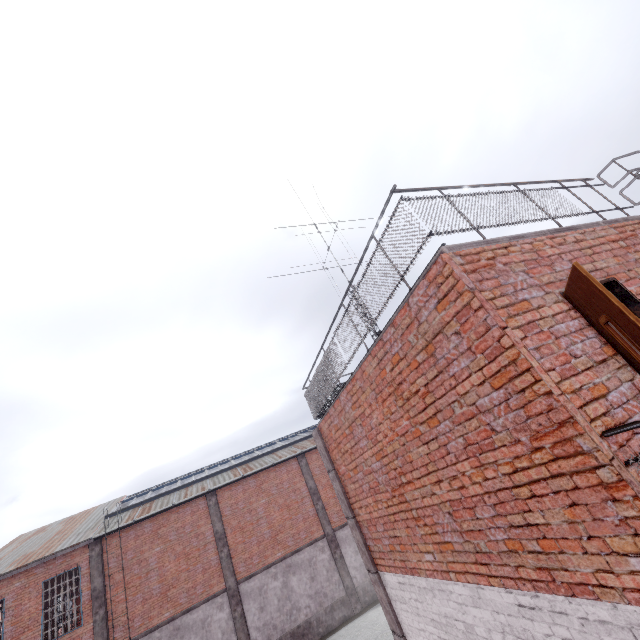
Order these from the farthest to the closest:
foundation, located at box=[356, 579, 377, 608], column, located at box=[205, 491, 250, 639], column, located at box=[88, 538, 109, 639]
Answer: foundation, located at box=[356, 579, 377, 608], column, located at box=[205, 491, 250, 639], column, located at box=[88, 538, 109, 639]

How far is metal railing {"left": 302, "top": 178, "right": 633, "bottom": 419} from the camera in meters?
3.7 m

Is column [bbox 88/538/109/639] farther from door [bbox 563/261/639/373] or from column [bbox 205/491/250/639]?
door [bbox 563/261/639/373]

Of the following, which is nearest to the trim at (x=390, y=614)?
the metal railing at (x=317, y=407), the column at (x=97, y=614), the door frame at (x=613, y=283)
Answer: the metal railing at (x=317, y=407)

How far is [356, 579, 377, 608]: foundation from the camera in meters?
18.2

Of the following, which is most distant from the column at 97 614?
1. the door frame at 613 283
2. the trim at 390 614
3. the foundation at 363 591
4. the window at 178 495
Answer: the door frame at 613 283

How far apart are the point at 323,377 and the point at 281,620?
17.95m

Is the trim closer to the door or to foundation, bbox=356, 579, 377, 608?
the door
